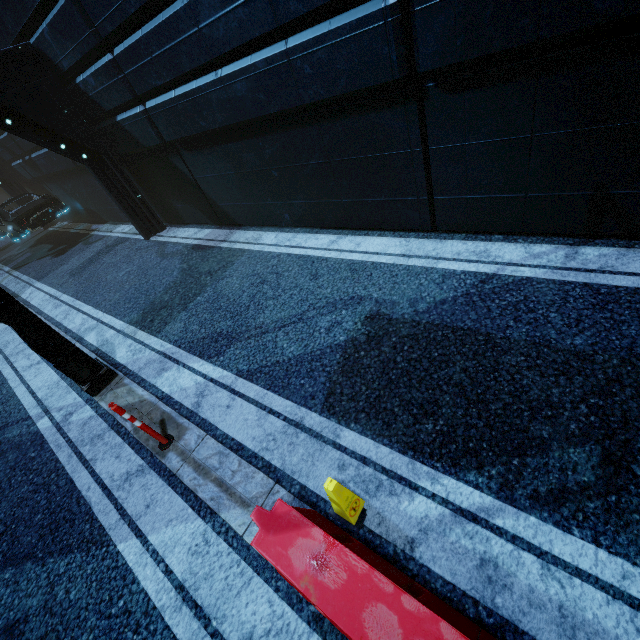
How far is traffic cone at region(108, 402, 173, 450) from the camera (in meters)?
3.60

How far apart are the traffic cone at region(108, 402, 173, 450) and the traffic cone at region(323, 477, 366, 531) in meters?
2.3 m

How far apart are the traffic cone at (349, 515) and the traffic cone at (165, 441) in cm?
234

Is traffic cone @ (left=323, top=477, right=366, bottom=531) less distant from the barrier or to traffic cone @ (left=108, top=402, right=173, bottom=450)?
the barrier

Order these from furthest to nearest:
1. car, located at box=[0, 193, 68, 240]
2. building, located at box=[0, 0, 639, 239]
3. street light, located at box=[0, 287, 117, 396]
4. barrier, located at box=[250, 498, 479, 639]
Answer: car, located at box=[0, 193, 68, 240], street light, located at box=[0, 287, 117, 396], building, located at box=[0, 0, 639, 239], barrier, located at box=[250, 498, 479, 639]

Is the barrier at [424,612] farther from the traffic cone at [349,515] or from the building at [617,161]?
the building at [617,161]

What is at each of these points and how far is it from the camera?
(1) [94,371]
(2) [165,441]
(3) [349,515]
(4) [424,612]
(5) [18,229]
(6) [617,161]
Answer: (1) street light, 5.3 meters
(2) traffic cone, 4.1 meters
(3) traffic cone, 2.8 meters
(4) barrier, 1.7 meters
(5) car, 13.0 meters
(6) building, 3.5 meters

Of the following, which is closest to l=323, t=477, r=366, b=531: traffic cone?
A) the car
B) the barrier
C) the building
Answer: the barrier
